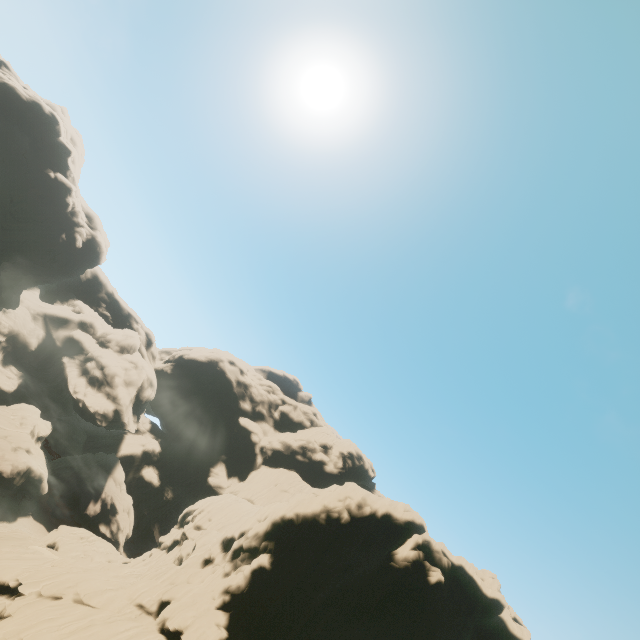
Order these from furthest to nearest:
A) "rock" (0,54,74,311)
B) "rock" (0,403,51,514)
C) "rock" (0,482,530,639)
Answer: "rock" (0,54,74,311)
"rock" (0,403,51,514)
"rock" (0,482,530,639)

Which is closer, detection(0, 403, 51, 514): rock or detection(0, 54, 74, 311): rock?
detection(0, 403, 51, 514): rock

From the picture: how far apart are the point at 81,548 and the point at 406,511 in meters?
44.6

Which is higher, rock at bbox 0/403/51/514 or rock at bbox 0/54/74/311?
rock at bbox 0/54/74/311

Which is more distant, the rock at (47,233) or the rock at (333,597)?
the rock at (47,233)
